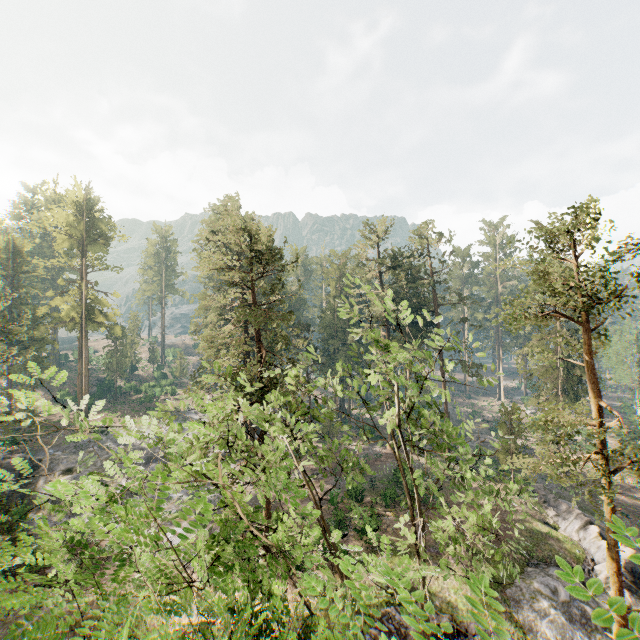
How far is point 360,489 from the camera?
30.58m

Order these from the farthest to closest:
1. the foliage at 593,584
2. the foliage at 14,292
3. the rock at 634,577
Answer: the rock at 634,577 < the foliage at 14,292 < the foliage at 593,584

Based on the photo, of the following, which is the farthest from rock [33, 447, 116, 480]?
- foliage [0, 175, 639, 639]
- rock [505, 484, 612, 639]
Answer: rock [505, 484, 612, 639]

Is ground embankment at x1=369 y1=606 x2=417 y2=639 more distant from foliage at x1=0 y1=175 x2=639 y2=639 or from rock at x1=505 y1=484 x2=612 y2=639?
foliage at x1=0 y1=175 x2=639 y2=639

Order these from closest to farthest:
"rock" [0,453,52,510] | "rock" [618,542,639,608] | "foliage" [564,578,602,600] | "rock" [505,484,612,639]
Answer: "foliage" [564,578,602,600] < "rock" [505,484,612,639] < "rock" [618,542,639,608] < "rock" [0,453,52,510]

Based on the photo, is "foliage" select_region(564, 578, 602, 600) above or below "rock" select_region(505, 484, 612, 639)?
above

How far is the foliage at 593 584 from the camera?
1.45m

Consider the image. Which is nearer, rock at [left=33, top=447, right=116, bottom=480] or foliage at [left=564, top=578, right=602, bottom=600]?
foliage at [left=564, top=578, right=602, bottom=600]
